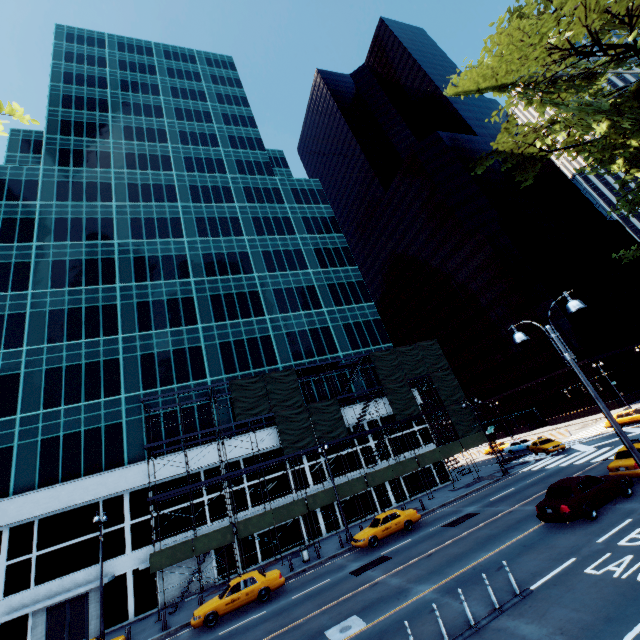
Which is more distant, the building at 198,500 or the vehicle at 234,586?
the building at 198,500

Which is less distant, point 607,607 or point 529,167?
point 607,607

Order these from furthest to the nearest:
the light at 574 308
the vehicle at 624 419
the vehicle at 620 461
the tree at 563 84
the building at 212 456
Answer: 1. the vehicle at 624 419
2. the building at 212 456
3. the vehicle at 620 461
4. the tree at 563 84
5. the light at 574 308

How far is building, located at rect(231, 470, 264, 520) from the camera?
29.4m

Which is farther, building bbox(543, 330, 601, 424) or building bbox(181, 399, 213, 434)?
building bbox(543, 330, 601, 424)

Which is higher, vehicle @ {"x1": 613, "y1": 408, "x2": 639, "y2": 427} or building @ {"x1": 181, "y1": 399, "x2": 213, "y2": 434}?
building @ {"x1": 181, "y1": 399, "x2": 213, "y2": 434}

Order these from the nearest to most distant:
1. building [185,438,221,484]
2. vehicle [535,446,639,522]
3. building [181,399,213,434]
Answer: vehicle [535,446,639,522] < building [185,438,221,484] < building [181,399,213,434]

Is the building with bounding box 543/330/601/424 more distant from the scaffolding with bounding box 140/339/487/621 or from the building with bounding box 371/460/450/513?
the building with bounding box 371/460/450/513
